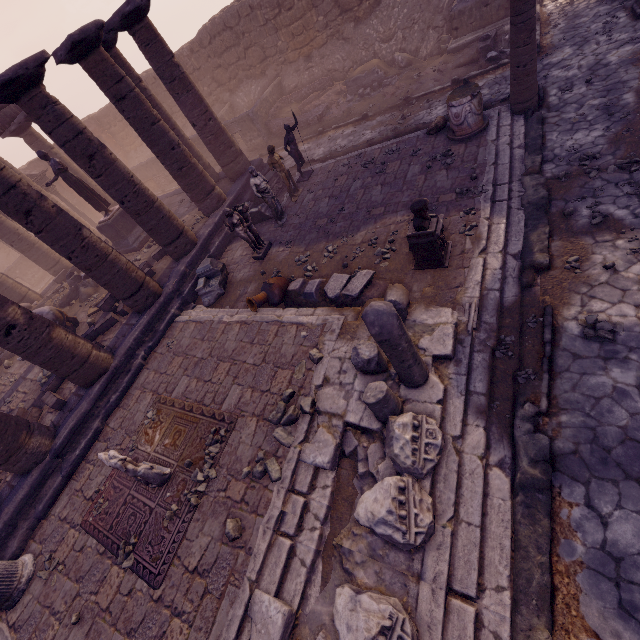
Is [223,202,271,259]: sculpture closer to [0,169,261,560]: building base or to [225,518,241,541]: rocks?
[0,169,261,560]: building base

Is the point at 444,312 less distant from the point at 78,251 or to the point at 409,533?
the point at 409,533

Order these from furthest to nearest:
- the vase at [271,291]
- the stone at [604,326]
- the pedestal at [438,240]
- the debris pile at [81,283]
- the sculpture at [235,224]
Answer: the debris pile at [81,283] → the sculpture at [235,224] → the vase at [271,291] → the pedestal at [438,240] → the stone at [604,326]

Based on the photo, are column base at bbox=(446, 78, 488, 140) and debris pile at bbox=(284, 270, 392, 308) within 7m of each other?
yes

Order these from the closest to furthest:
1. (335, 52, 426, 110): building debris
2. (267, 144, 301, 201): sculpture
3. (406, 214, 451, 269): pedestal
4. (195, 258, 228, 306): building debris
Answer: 1. (406, 214, 451, 269): pedestal
2. (195, 258, 228, 306): building debris
3. (267, 144, 301, 201): sculpture
4. (335, 52, 426, 110): building debris

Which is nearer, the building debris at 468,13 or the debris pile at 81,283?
the building debris at 468,13

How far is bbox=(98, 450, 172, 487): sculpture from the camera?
5.6 meters

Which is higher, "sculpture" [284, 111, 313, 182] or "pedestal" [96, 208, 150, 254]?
"sculpture" [284, 111, 313, 182]
